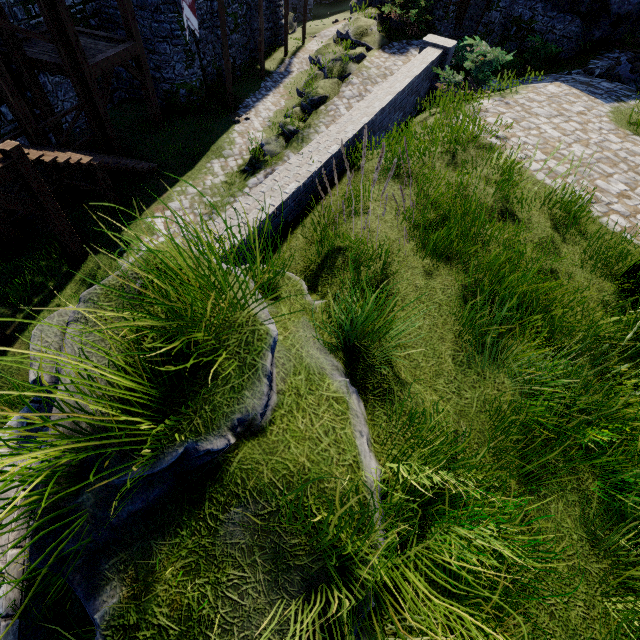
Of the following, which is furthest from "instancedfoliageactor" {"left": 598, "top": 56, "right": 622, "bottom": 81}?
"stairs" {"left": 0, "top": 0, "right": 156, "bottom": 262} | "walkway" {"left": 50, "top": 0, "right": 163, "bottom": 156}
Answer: "stairs" {"left": 0, "top": 0, "right": 156, "bottom": 262}

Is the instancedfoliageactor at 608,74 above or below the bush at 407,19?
above

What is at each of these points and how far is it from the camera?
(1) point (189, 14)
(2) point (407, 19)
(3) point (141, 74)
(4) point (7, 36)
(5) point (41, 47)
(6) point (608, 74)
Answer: (1) flag, 11.8m
(2) bush, 16.0m
(3) walkway, 12.3m
(4) stairs, 9.2m
(5) walkway, 10.6m
(6) instancedfoliageactor, 10.7m

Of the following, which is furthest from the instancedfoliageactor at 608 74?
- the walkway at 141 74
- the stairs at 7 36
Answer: the stairs at 7 36

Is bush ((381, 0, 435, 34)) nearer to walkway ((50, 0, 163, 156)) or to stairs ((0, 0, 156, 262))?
walkway ((50, 0, 163, 156))

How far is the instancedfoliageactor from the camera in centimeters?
1053cm

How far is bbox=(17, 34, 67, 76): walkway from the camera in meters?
9.9 m

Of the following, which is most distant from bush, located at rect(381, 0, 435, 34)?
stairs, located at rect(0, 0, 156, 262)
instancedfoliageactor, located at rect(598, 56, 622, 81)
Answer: stairs, located at rect(0, 0, 156, 262)
